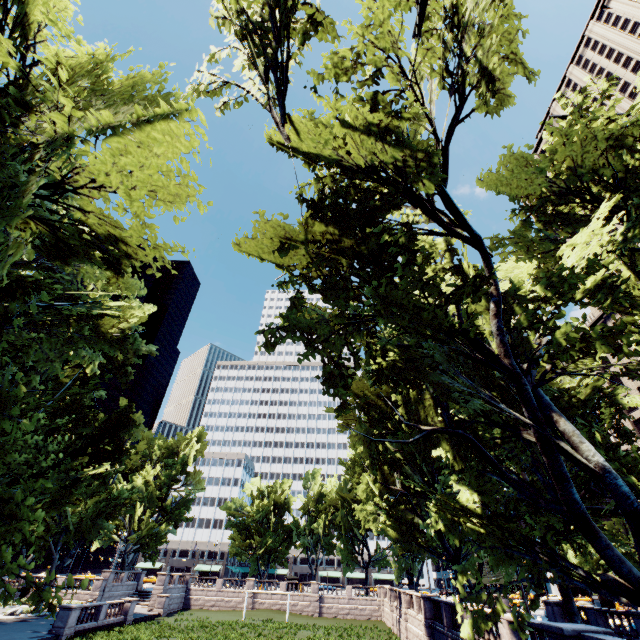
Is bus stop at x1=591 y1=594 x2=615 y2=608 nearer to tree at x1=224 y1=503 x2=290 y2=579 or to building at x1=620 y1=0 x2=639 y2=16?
tree at x1=224 y1=503 x2=290 y2=579

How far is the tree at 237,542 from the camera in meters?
56.0 m

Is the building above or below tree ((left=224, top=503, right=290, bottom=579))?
above

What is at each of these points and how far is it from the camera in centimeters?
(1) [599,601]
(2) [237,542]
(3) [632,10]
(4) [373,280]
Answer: (1) bus stop, 4956cm
(2) tree, 5584cm
(3) building, 5750cm
(4) tree, 1244cm

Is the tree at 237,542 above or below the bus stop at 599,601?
above

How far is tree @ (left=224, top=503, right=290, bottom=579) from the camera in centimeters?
5603cm

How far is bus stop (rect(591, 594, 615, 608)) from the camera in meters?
47.0
